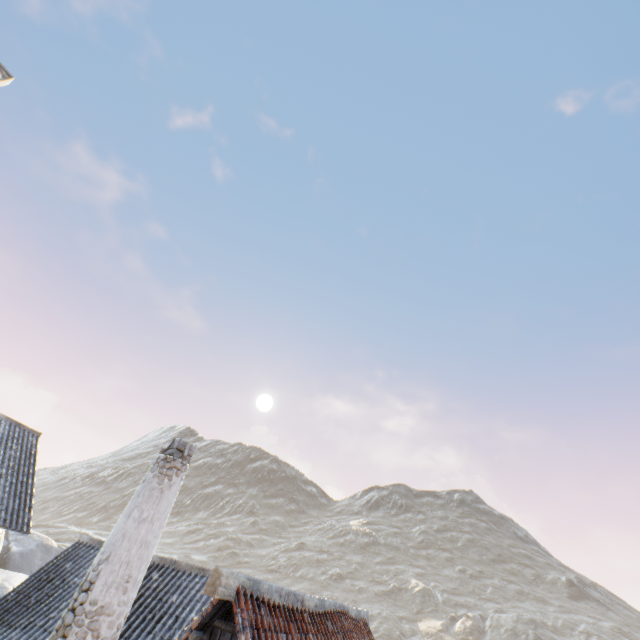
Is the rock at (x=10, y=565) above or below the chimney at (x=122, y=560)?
below

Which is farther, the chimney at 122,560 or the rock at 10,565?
the rock at 10,565

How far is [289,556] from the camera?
59.2 meters

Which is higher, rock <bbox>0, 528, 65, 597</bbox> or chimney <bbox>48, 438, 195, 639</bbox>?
chimney <bbox>48, 438, 195, 639</bbox>

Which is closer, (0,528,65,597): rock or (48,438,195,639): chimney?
(48,438,195,639): chimney
